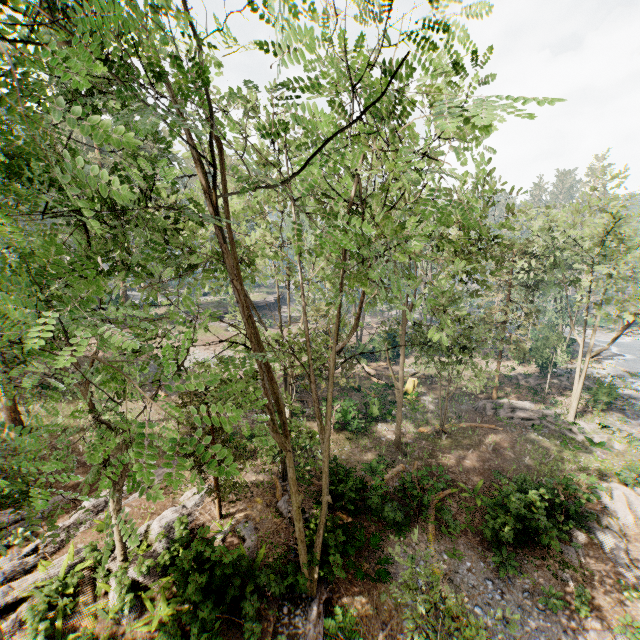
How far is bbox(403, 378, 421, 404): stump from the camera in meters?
28.2

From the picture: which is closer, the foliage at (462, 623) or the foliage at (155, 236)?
the foliage at (155, 236)

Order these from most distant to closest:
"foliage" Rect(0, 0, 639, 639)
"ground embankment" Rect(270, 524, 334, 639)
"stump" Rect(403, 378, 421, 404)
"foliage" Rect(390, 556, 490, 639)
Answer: "stump" Rect(403, 378, 421, 404)
"ground embankment" Rect(270, 524, 334, 639)
"foliage" Rect(390, 556, 490, 639)
"foliage" Rect(0, 0, 639, 639)

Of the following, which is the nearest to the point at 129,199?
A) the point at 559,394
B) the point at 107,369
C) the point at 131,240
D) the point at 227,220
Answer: the point at 131,240

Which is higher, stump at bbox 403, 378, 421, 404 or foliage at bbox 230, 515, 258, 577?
foliage at bbox 230, 515, 258, 577

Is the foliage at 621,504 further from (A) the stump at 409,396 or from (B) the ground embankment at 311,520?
(A) the stump at 409,396

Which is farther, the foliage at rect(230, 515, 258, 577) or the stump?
the stump

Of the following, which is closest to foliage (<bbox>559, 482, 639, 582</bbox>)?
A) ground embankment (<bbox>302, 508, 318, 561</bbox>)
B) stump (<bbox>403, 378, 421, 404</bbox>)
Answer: ground embankment (<bbox>302, 508, 318, 561</bbox>)
